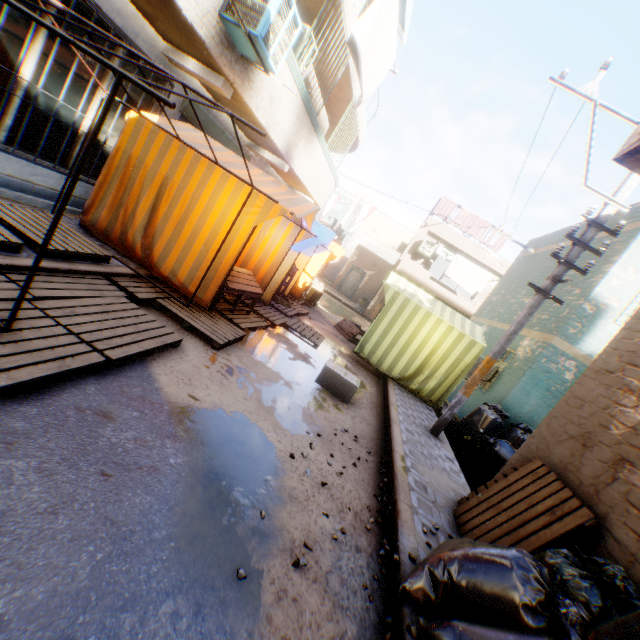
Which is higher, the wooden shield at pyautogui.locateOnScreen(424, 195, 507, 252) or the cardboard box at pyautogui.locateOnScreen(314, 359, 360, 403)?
the wooden shield at pyautogui.locateOnScreen(424, 195, 507, 252)

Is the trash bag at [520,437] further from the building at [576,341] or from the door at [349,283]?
the door at [349,283]

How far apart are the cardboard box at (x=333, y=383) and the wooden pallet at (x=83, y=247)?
3.82m

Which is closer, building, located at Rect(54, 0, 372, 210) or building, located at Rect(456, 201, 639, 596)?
building, located at Rect(456, 201, 639, 596)

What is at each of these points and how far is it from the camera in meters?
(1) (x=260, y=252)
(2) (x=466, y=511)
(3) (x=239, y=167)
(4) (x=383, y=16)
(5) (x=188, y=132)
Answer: (1) tent, 7.8
(2) wooden pallet, 3.9
(3) tent, 5.9
(4) dryer, 6.0
(5) tent, 6.0

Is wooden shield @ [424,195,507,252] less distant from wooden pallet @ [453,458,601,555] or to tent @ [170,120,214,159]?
tent @ [170,120,214,159]

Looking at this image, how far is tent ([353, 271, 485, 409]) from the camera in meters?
8.4

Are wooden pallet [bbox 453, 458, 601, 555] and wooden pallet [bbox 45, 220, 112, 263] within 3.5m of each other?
no
